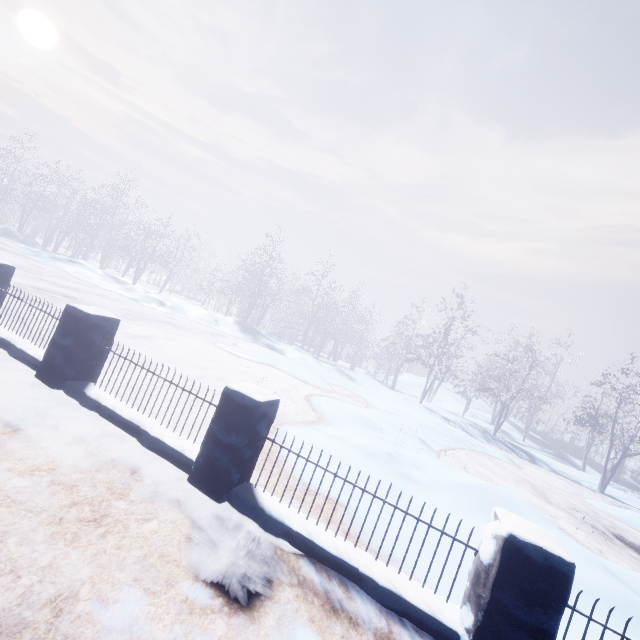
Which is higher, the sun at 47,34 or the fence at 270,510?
the sun at 47,34

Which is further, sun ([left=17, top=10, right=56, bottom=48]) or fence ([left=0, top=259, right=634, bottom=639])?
sun ([left=17, top=10, right=56, bottom=48])

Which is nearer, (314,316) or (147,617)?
(147,617)

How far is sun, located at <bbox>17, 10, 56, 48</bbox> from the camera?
45.7m

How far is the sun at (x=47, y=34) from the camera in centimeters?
4572cm

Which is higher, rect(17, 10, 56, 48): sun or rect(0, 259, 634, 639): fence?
rect(17, 10, 56, 48): sun
